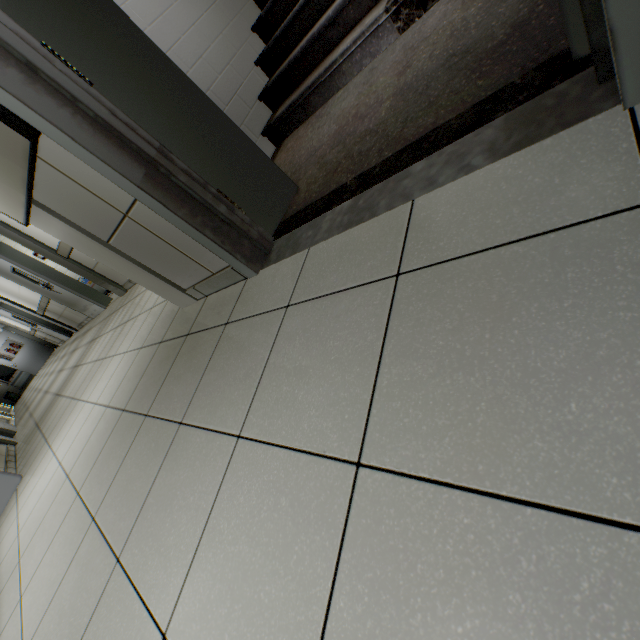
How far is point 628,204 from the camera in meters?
0.6 m

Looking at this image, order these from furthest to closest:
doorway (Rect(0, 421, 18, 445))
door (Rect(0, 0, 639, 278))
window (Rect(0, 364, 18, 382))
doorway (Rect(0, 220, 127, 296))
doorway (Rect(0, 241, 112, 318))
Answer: window (Rect(0, 364, 18, 382)) < doorway (Rect(0, 241, 112, 318)) < doorway (Rect(0, 421, 18, 445)) < doorway (Rect(0, 220, 127, 296)) < door (Rect(0, 0, 639, 278))

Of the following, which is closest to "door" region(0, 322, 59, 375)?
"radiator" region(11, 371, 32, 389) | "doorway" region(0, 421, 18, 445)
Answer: "radiator" region(11, 371, 32, 389)

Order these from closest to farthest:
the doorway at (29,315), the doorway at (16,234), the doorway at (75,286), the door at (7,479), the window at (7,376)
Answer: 1. the door at (7,479)
2. the doorway at (16,234)
3. the doorway at (75,286)
4. the doorway at (29,315)
5. the window at (7,376)

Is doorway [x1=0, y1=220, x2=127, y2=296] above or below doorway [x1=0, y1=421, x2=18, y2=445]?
above

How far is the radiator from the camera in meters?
16.4

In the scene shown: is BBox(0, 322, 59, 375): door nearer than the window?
Yes

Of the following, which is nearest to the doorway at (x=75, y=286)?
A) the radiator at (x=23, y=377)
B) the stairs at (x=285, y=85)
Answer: the stairs at (x=285, y=85)
